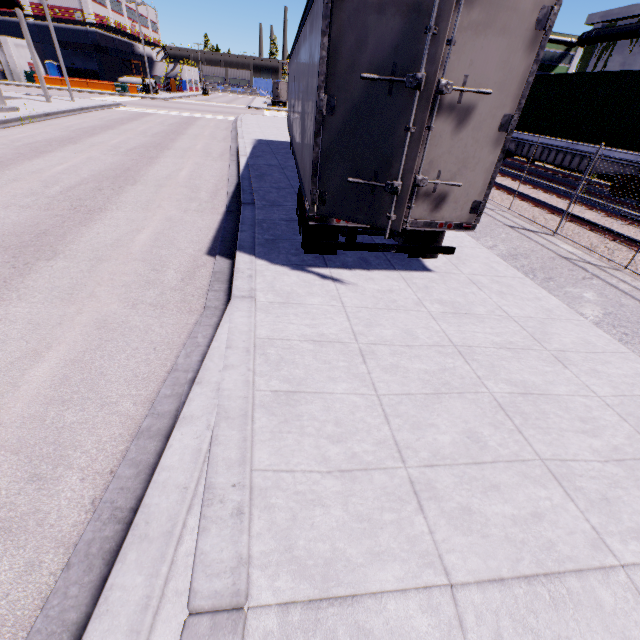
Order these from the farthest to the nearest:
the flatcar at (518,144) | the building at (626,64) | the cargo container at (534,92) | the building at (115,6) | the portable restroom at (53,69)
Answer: the portable restroom at (53,69)
the building at (115,6)
the building at (626,64)
the flatcar at (518,144)
the cargo container at (534,92)

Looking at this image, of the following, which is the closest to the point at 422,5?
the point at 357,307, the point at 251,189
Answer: the point at 357,307

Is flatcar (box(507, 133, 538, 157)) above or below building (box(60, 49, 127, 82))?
below

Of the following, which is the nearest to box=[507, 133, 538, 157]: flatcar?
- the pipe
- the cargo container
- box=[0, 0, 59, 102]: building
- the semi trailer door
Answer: the cargo container

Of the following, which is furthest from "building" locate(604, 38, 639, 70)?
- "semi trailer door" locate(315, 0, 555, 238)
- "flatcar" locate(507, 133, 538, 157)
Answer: "flatcar" locate(507, 133, 538, 157)

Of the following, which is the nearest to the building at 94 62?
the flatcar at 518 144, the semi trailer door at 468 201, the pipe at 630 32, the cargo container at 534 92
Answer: the pipe at 630 32

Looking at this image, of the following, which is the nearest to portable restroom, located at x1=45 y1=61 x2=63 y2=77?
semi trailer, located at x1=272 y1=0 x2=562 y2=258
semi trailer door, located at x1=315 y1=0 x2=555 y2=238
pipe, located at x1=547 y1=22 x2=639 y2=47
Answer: semi trailer, located at x1=272 y1=0 x2=562 y2=258
